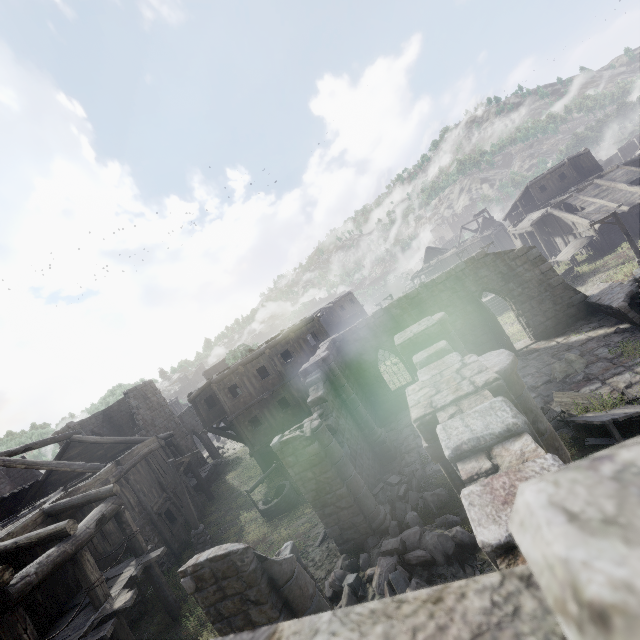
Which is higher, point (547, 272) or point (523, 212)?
point (523, 212)

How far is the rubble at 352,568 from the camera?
7.7m

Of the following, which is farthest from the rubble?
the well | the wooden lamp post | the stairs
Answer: the stairs

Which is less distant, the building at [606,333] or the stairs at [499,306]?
the building at [606,333]

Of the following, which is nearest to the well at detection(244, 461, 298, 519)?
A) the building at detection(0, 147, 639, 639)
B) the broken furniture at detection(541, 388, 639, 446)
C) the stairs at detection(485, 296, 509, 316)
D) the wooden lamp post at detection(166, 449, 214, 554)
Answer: the wooden lamp post at detection(166, 449, 214, 554)

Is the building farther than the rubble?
No

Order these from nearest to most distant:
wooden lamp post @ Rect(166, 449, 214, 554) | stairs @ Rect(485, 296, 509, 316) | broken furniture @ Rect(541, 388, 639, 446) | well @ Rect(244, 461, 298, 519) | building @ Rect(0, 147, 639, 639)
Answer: building @ Rect(0, 147, 639, 639) → broken furniture @ Rect(541, 388, 639, 446) → wooden lamp post @ Rect(166, 449, 214, 554) → well @ Rect(244, 461, 298, 519) → stairs @ Rect(485, 296, 509, 316)

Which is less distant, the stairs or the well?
the well
